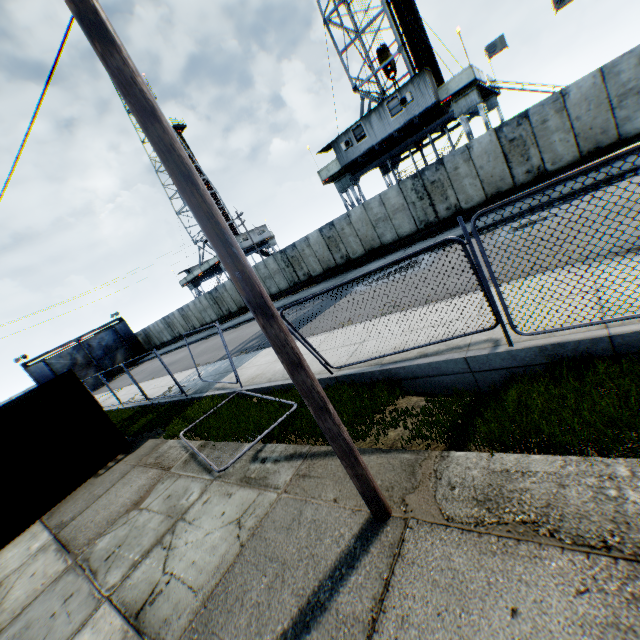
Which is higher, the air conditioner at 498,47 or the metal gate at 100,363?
the air conditioner at 498,47

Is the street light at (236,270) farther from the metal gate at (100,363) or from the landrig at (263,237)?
the metal gate at (100,363)

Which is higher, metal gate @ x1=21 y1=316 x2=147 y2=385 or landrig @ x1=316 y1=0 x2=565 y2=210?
landrig @ x1=316 y1=0 x2=565 y2=210

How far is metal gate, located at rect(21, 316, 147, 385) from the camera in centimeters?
3494cm

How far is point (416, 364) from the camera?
6.0m

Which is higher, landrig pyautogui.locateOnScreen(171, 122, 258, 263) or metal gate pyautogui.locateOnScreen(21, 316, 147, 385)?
landrig pyautogui.locateOnScreen(171, 122, 258, 263)

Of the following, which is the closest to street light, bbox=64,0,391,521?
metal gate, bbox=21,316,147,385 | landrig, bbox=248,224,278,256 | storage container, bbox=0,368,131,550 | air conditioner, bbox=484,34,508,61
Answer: storage container, bbox=0,368,131,550

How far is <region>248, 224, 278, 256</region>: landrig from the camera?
44.1m
